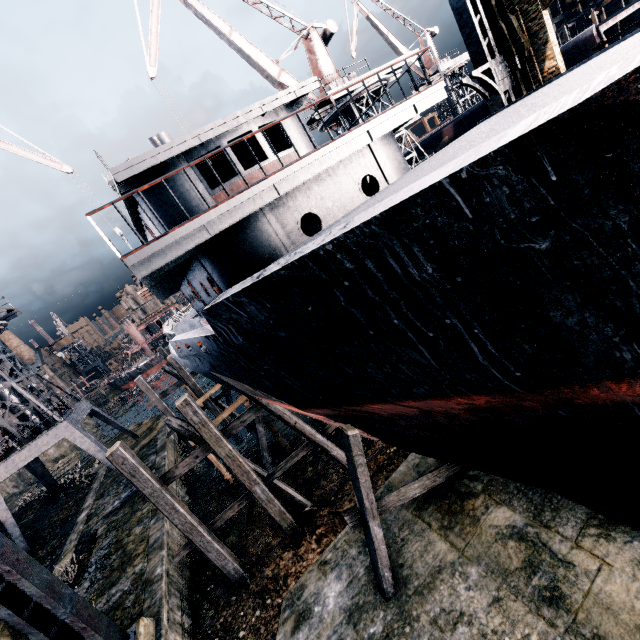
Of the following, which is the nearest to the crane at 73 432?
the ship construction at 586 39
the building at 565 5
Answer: the ship construction at 586 39

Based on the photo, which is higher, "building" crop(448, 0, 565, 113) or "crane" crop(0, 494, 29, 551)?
"building" crop(448, 0, 565, 113)

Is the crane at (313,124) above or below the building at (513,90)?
above

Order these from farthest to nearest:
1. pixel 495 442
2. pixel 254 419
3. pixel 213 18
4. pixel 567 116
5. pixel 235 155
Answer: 1. pixel 213 18
2. pixel 254 419
3. pixel 235 155
4. pixel 495 442
5. pixel 567 116

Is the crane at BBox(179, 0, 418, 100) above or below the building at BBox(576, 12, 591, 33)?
above

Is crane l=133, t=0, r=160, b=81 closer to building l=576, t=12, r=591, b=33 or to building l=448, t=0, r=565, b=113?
building l=448, t=0, r=565, b=113

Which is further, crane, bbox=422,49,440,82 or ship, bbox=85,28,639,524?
crane, bbox=422,49,440,82

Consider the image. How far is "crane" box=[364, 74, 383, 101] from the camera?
24.4 meters
